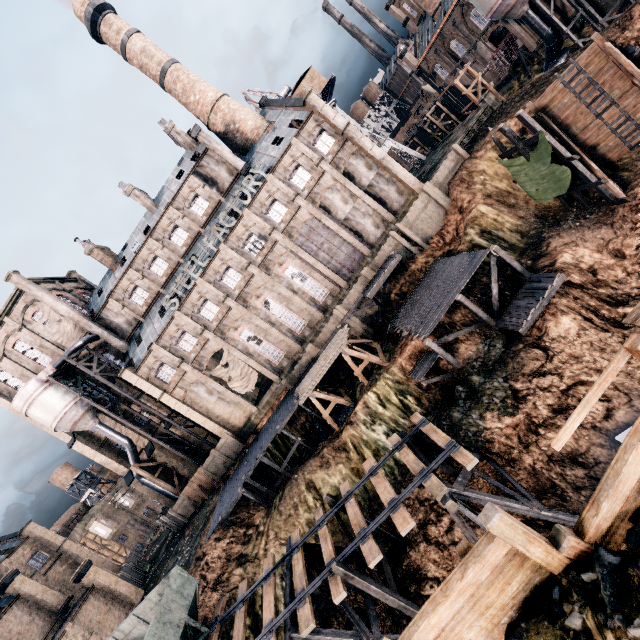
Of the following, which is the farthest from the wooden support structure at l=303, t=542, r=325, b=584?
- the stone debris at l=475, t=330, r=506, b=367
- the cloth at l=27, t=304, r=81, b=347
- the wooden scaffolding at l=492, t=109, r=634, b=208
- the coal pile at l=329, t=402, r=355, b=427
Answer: the cloth at l=27, t=304, r=81, b=347

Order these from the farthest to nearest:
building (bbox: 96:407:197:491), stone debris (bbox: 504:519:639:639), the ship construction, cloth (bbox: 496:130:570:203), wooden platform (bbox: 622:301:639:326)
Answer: the ship construction, building (bbox: 96:407:197:491), cloth (bbox: 496:130:570:203), wooden platform (bbox: 622:301:639:326), stone debris (bbox: 504:519:639:639)

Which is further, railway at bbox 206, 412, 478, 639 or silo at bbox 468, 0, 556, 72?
silo at bbox 468, 0, 556, 72

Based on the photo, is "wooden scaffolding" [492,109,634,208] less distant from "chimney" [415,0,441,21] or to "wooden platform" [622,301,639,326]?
"wooden platform" [622,301,639,326]

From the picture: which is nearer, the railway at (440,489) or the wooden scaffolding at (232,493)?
the railway at (440,489)

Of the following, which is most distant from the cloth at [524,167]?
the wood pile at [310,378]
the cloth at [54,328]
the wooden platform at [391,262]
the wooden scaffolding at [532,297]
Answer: the cloth at [54,328]

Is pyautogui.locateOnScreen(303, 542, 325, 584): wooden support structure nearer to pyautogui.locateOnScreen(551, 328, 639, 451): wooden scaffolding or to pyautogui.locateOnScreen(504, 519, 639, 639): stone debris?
pyautogui.locateOnScreen(504, 519, 639, 639): stone debris

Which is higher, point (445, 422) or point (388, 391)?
point (388, 391)
